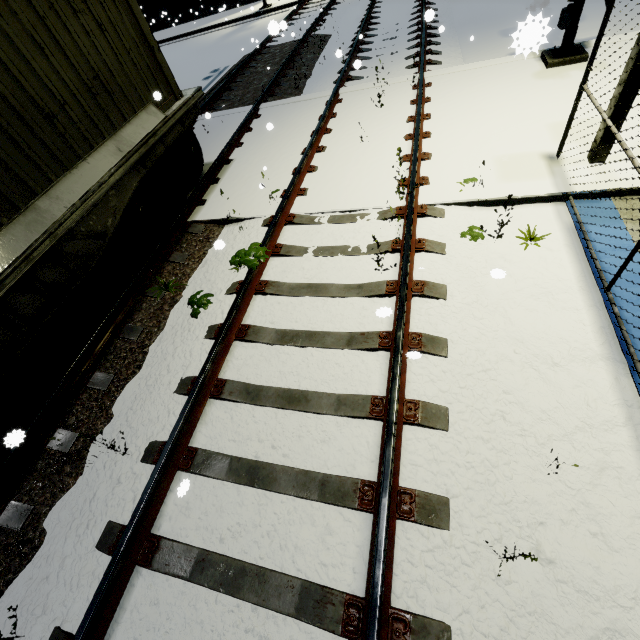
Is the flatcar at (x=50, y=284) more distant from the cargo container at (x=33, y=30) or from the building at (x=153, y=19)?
the building at (x=153, y=19)

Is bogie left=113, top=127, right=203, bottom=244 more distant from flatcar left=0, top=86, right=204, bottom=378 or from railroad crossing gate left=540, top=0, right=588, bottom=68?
railroad crossing gate left=540, top=0, right=588, bottom=68

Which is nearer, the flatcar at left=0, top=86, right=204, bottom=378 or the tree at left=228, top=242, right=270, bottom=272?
the flatcar at left=0, top=86, right=204, bottom=378

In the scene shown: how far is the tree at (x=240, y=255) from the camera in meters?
4.3 m

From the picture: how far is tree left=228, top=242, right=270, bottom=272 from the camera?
4.32m

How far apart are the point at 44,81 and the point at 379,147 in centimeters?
501cm

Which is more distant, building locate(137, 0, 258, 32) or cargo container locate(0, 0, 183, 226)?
building locate(137, 0, 258, 32)

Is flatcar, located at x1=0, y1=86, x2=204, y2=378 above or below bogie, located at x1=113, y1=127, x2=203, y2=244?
above
